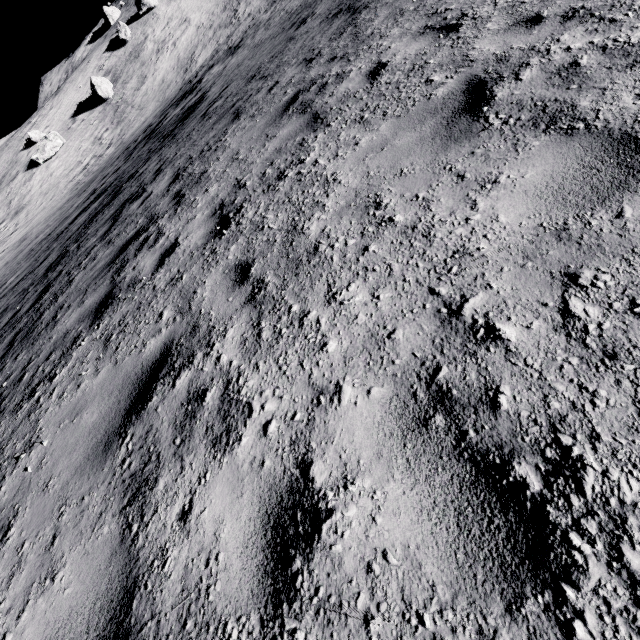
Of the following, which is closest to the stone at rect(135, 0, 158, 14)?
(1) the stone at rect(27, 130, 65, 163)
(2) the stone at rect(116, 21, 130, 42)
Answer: (2) the stone at rect(116, 21, 130, 42)

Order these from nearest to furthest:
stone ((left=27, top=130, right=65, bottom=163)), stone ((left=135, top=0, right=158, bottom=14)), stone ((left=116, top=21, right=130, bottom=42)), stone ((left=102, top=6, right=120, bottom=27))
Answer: stone ((left=27, top=130, right=65, bottom=163)) → stone ((left=116, top=21, right=130, bottom=42)) → stone ((left=135, top=0, right=158, bottom=14)) → stone ((left=102, top=6, right=120, bottom=27))

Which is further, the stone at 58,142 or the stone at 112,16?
the stone at 112,16

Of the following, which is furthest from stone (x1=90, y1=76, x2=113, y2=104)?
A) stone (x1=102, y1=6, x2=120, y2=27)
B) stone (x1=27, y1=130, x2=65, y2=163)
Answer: stone (x1=102, y1=6, x2=120, y2=27)

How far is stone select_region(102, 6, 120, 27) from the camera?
52.6 meters

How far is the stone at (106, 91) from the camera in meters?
34.1

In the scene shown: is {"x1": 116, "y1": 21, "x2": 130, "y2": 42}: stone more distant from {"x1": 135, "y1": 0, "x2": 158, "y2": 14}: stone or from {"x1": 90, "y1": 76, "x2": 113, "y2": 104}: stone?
{"x1": 90, "y1": 76, "x2": 113, "y2": 104}: stone

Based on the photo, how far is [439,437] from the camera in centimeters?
159cm
